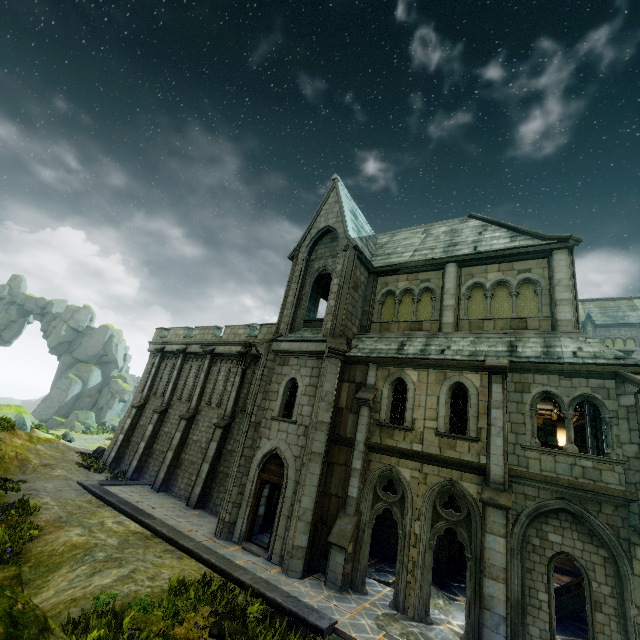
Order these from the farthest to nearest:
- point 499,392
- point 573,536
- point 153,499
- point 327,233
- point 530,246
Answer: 1. point 327,233
2. point 153,499
3. point 530,246
4. point 499,392
5. point 573,536

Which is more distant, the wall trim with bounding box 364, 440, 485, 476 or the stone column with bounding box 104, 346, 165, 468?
the stone column with bounding box 104, 346, 165, 468

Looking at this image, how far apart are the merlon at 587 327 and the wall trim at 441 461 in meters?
35.2

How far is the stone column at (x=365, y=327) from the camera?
16.8 meters

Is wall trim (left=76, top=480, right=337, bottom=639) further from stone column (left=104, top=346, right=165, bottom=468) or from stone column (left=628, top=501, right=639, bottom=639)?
stone column (left=628, top=501, right=639, bottom=639)

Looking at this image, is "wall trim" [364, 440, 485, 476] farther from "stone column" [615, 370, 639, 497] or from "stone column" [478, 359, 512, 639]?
"stone column" [615, 370, 639, 497]

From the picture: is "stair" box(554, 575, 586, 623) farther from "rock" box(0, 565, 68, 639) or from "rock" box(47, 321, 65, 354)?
"rock" box(47, 321, 65, 354)

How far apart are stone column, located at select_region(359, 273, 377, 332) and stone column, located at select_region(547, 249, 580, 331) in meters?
7.6
